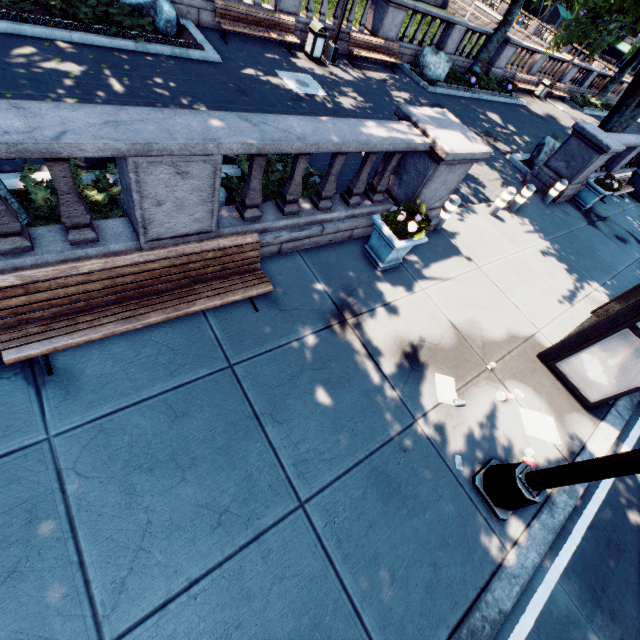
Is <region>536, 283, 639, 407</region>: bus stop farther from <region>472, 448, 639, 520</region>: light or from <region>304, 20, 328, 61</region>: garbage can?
<region>304, 20, 328, 61</region>: garbage can

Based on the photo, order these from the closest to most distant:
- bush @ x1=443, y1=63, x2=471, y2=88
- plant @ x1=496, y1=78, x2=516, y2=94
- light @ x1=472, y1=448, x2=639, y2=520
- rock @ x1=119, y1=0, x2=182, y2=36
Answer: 1. light @ x1=472, y1=448, x2=639, y2=520
2. rock @ x1=119, y1=0, x2=182, y2=36
3. bush @ x1=443, y1=63, x2=471, y2=88
4. plant @ x1=496, y1=78, x2=516, y2=94

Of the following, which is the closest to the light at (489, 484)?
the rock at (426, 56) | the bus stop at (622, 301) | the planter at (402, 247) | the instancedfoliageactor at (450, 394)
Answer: the instancedfoliageactor at (450, 394)

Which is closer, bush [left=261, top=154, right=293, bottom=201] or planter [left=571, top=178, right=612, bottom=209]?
bush [left=261, top=154, right=293, bottom=201]

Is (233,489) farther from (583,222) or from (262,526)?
(583,222)

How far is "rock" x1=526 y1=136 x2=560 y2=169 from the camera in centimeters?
1283cm

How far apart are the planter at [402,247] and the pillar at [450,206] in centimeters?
187cm

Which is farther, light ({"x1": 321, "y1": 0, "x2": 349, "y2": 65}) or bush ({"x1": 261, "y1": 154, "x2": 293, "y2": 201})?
light ({"x1": 321, "y1": 0, "x2": 349, "y2": 65})
